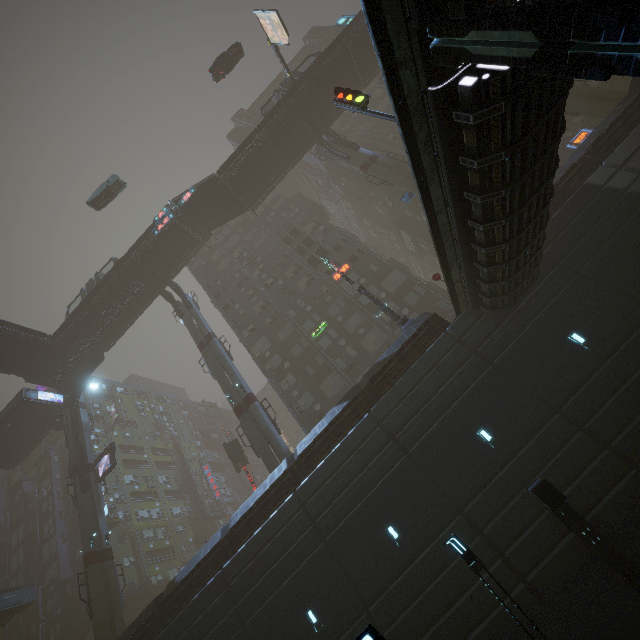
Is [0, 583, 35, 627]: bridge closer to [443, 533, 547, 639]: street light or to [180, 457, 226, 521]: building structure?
[180, 457, 226, 521]: building structure

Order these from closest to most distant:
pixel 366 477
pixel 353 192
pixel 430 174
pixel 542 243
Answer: pixel 430 174, pixel 542 243, pixel 366 477, pixel 353 192

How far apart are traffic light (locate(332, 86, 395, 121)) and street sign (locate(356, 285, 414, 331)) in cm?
968

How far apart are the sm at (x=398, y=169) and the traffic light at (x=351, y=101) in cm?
1181

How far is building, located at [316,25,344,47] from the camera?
56.94m

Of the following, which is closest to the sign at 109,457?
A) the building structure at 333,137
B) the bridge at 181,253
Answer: the bridge at 181,253

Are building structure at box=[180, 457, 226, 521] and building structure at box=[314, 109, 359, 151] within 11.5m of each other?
no

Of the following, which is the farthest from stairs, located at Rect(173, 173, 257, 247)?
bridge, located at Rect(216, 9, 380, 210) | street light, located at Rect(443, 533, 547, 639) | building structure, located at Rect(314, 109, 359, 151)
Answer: street light, located at Rect(443, 533, 547, 639)
